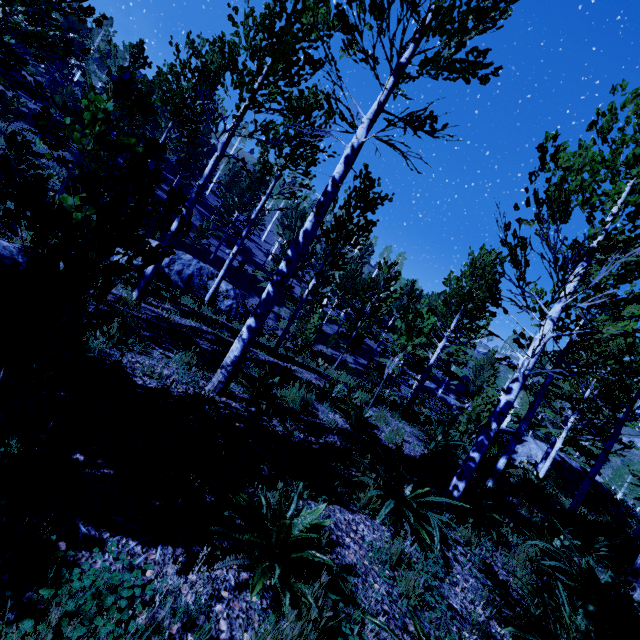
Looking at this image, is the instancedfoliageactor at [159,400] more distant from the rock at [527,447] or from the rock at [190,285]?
the rock at [190,285]

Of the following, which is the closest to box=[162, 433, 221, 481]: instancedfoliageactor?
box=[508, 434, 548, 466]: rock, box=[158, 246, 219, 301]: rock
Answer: box=[508, 434, 548, 466]: rock

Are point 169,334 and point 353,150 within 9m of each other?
yes

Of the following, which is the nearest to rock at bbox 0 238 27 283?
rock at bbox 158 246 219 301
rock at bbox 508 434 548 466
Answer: rock at bbox 158 246 219 301

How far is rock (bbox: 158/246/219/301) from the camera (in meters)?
17.88

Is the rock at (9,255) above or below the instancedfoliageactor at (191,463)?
above
